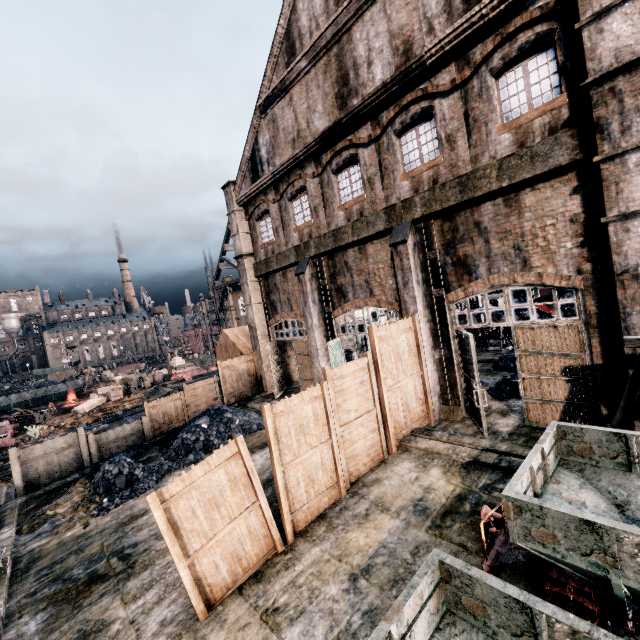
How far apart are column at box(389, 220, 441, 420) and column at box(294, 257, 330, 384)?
5.7m

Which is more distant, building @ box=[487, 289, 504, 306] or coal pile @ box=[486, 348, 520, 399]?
building @ box=[487, 289, 504, 306]

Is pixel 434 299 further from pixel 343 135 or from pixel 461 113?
pixel 343 135

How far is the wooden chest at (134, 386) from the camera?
39.6 meters

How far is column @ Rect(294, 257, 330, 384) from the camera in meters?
17.9

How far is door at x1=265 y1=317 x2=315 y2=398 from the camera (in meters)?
20.23

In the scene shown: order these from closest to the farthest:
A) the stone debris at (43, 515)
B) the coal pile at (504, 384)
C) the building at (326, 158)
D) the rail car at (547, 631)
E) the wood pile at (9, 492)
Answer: the rail car at (547, 631)
the building at (326, 158)
the stone debris at (43, 515)
the coal pile at (504, 384)
the wood pile at (9, 492)

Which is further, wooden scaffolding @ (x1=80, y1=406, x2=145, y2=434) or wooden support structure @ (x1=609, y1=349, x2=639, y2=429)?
wooden scaffolding @ (x1=80, y1=406, x2=145, y2=434)
